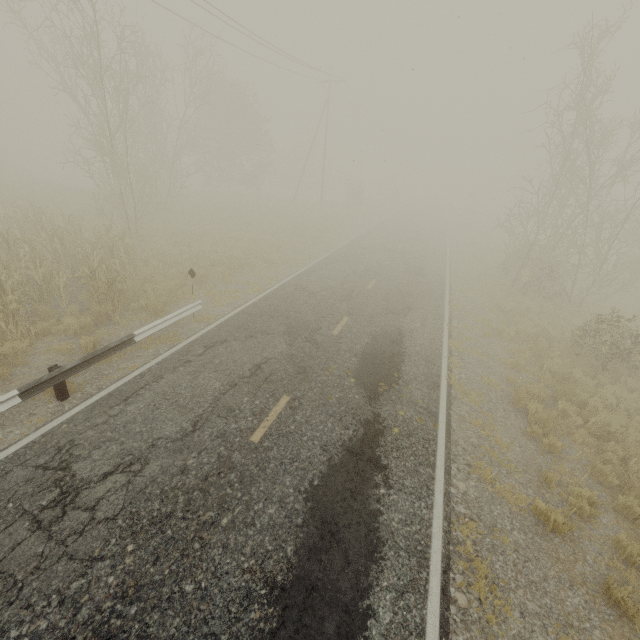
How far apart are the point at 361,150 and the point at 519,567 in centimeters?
1788cm
